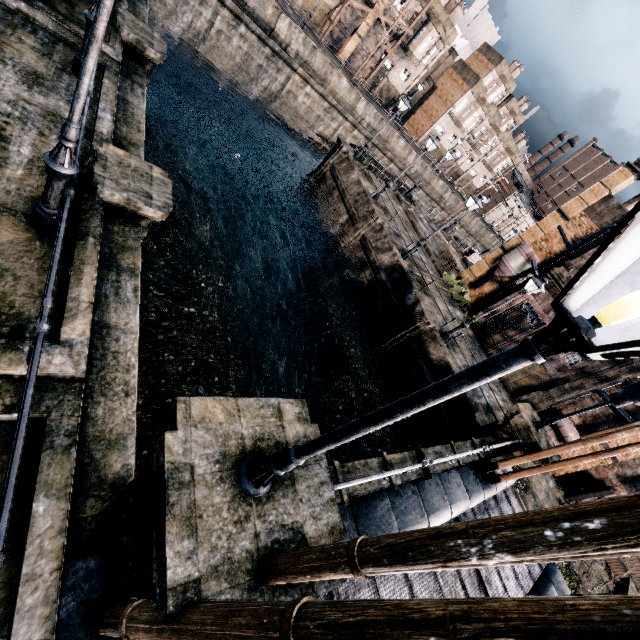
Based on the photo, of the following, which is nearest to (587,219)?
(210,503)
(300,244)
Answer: (300,244)

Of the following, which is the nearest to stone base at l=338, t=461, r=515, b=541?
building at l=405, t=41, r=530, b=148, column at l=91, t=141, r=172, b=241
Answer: column at l=91, t=141, r=172, b=241

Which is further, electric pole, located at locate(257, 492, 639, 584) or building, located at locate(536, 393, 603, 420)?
building, located at locate(536, 393, 603, 420)

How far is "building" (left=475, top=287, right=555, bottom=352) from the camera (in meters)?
22.63

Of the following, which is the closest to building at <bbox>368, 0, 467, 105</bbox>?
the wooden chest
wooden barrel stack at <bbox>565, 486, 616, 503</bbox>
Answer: the wooden chest

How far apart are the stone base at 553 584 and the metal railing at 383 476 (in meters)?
4.42

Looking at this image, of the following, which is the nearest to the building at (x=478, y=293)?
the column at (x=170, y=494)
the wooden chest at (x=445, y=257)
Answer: the wooden chest at (x=445, y=257)

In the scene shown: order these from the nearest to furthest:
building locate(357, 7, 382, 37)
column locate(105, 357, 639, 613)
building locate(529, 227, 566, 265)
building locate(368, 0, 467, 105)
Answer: column locate(105, 357, 639, 613) < building locate(529, 227, 566, 265) < building locate(357, 7, 382, 37) < building locate(368, 0, 467, 105)
